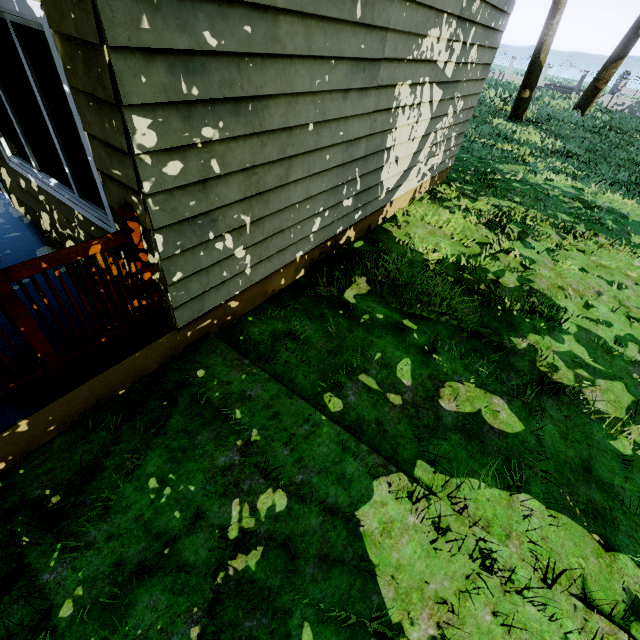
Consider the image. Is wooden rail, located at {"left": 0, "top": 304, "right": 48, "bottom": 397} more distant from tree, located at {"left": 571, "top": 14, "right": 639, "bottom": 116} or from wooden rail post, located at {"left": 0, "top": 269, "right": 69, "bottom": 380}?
tree, located at {"left": 571, "top": 14, "right": 639, "bottom": 116}

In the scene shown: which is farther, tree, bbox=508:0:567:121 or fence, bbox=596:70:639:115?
fence, bbox=596:70:639:115

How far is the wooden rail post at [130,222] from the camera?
2.24m

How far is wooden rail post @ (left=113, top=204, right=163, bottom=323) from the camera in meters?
2.2 m

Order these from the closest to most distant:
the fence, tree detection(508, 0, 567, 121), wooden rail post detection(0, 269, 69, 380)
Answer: wooden rail post detection(0, 269, 69, 380) < tree detection(508, 0, 567, 121) < the fence

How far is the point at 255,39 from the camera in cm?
220

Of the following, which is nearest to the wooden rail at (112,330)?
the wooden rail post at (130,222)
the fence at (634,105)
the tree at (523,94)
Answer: the wooden rail post at (130,222)

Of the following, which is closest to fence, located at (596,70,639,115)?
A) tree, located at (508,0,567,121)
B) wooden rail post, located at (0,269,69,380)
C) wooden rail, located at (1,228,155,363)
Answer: tree, located at (508,0,567,121)
